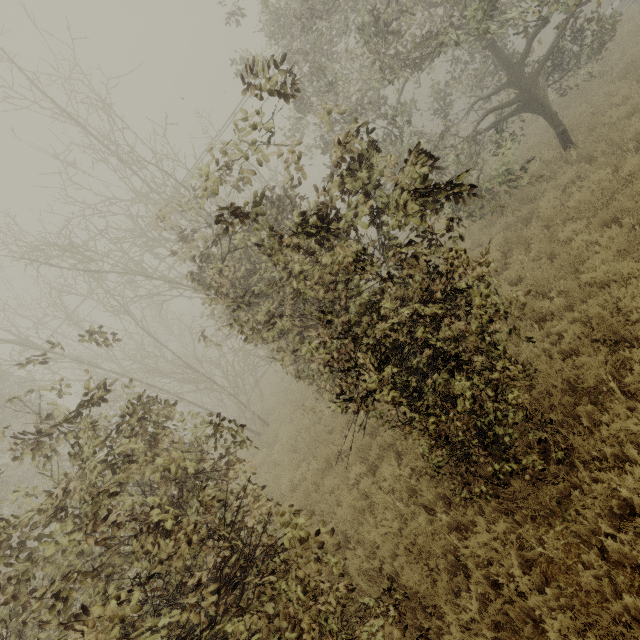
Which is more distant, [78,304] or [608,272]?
[78,304]
